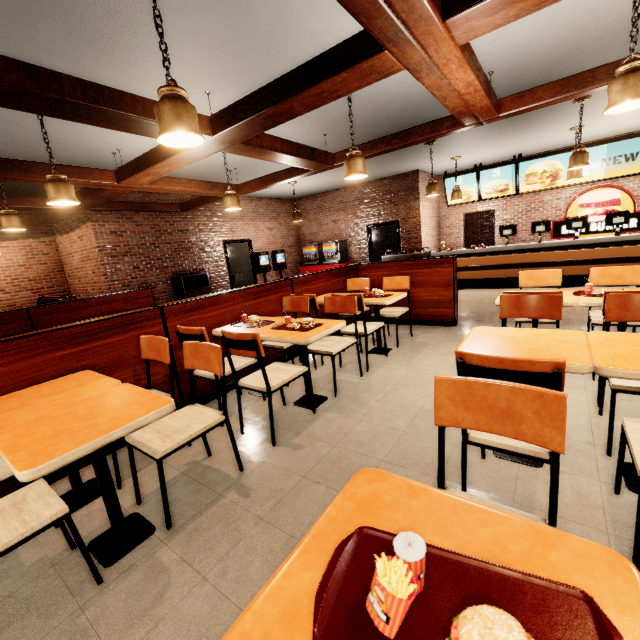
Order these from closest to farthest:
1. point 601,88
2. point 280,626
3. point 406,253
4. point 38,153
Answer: point 280,626, point 601,88, point 38,153, point 406,253
